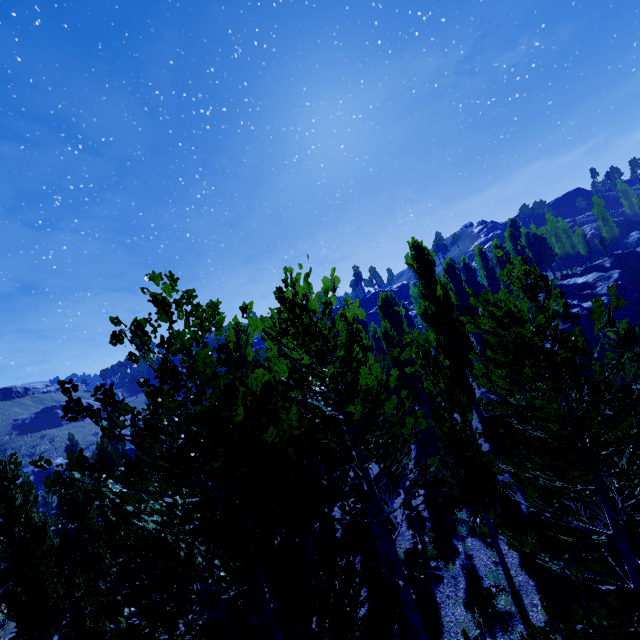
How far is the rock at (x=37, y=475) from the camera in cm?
5022

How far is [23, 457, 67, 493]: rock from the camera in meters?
50.2 m

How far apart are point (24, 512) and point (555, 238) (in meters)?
65.82

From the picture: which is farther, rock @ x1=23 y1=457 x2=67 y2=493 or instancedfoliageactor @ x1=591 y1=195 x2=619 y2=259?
rock @ x1=23 y1=457 x2=67 y2=493

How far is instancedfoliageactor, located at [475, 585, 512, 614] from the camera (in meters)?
9.31

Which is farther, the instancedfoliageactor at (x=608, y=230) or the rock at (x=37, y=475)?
the rock at (x=37, y=475)

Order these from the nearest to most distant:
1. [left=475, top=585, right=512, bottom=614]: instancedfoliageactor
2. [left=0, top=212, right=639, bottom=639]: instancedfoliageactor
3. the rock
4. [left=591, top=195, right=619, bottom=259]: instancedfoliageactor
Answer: [left=0, top=212, right=639, bottom=639]: instancedfoliageactor, [left=475, top=585, right=512, bottom=614]: instancedfoliageactor, [left=591, top=195, right=619, bottom=259]: instancedfoliageactor, the rock
